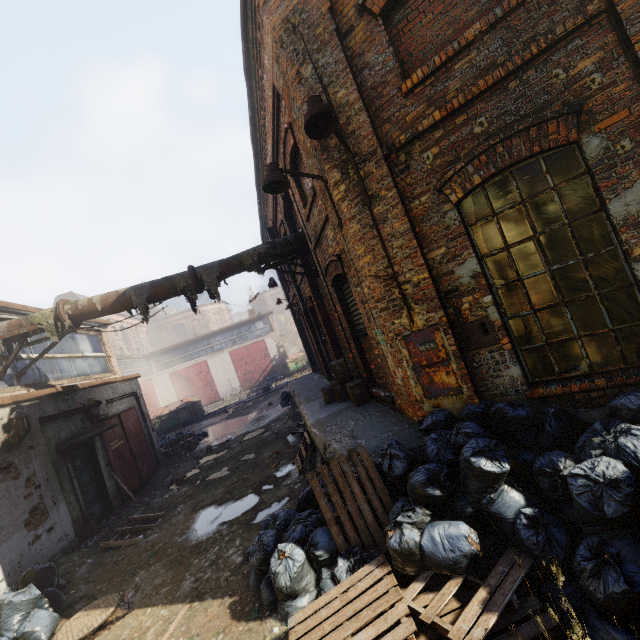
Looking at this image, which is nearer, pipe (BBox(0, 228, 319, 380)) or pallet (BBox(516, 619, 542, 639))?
pallet (BBox(516, 619, 542, 639))

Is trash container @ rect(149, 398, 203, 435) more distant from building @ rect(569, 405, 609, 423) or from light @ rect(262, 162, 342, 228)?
light @ rect(262, 162, 342, 228)

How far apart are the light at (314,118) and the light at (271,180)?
0.5m

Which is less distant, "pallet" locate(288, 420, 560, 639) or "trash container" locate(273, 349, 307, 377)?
"pallet" locate(288, 420, 560, 639)

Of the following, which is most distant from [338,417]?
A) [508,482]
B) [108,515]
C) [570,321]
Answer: [108,515]

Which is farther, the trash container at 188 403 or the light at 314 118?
the trash container at 188 403

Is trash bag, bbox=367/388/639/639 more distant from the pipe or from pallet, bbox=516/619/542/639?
the pipe

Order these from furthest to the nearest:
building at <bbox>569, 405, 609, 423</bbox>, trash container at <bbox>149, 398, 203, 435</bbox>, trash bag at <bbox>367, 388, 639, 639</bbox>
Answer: trash container at <bbox>149, 398, 203, 435</bbox> < building at <bbox>569, 405, 609, 423</bbox> < trash bag at <bbox>367, 388, 639, 639</bbox>
